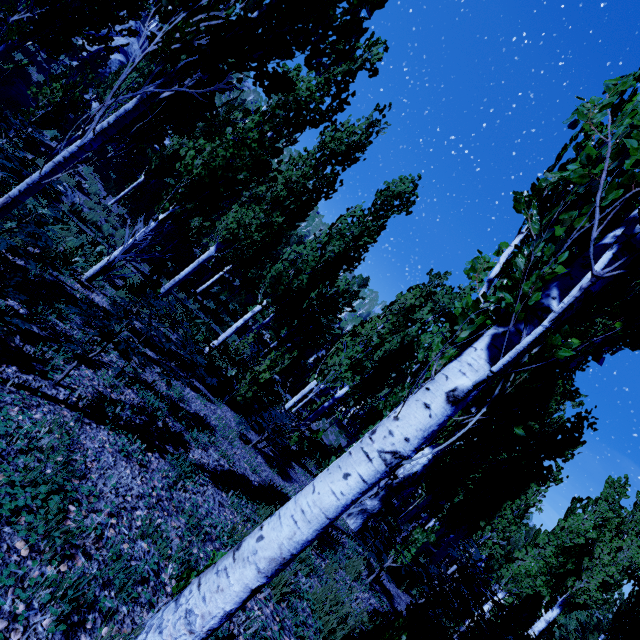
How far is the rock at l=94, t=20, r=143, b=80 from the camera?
31.2m

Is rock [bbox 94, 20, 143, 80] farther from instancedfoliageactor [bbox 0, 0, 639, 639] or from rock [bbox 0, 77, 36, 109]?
rock [bbox 0, 77, 36, 109]

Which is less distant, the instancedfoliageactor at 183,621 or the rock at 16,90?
the instancedfoliageactor at 183,621

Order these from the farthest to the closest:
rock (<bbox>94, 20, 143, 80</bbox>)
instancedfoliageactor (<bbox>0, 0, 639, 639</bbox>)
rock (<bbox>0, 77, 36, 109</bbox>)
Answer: rock (<bbox>94, 20, 143, 80</bbox>) < rock (<bbox>0, 77, 36, 109</bbox>) < instancedfoliageactor (<bbox>0, 0, 639, 639</bbox>)

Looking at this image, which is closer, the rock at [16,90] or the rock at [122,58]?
the rock at [16,90]

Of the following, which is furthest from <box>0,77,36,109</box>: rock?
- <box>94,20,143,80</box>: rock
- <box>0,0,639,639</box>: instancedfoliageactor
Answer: <box>94,20,143,80</box>: rock

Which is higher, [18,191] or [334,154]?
[334,154]
